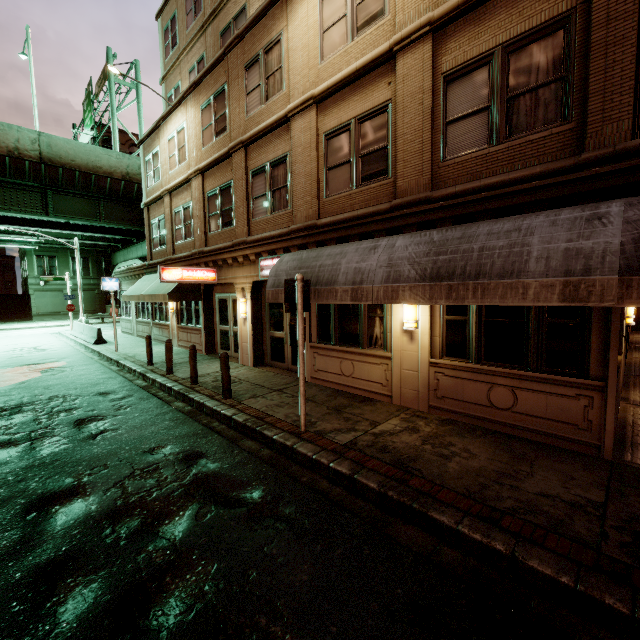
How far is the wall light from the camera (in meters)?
7.19

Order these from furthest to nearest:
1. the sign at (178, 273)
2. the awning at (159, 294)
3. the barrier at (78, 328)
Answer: the barrier at (78, 328)
the awning at (159, 294)
the sign at (178, 273)

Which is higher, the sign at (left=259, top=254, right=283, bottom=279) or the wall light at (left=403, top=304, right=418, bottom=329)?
the sign at (left=259, top=254, right=283, bottom=279)

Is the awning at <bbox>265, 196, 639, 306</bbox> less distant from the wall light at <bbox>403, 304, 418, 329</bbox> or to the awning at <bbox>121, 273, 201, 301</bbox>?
the wall light at <bbox>403, 304, 418, 329</bbox>

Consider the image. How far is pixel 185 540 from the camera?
3.8m

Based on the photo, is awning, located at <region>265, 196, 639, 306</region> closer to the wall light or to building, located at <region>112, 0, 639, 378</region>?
building, located at <region>112, 0, 639, 378</region>

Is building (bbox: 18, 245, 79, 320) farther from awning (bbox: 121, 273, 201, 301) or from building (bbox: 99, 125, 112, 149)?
awning (bbox: 121, 273, 201, 301)

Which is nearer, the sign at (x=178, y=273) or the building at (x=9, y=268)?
the sign at (x=178, y=273)
